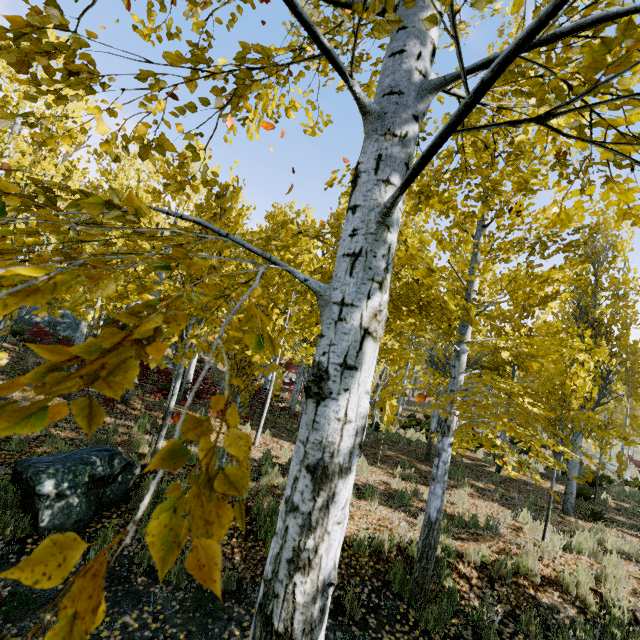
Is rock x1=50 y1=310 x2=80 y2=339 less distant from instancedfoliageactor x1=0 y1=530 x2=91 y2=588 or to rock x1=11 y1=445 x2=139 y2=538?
instancedfoliageactor x1=0 y1=530 x2=91 y2=588

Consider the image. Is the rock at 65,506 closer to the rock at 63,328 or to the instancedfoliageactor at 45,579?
the instancedfoliageactor at 45,579

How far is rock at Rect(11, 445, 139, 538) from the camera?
4.6 meters

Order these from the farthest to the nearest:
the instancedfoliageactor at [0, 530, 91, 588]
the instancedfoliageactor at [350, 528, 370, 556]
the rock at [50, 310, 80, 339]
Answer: the rock at [50, 310, 80, 339] < the instancedfoliageactor at [350, 528, 370, 556] < the instancedfoliageactor at [0, 530, 91, 588]

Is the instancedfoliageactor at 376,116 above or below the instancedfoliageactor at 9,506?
above

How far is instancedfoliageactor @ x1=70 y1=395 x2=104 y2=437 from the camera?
0.5m

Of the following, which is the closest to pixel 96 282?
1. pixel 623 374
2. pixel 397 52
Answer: pixel 397 52
